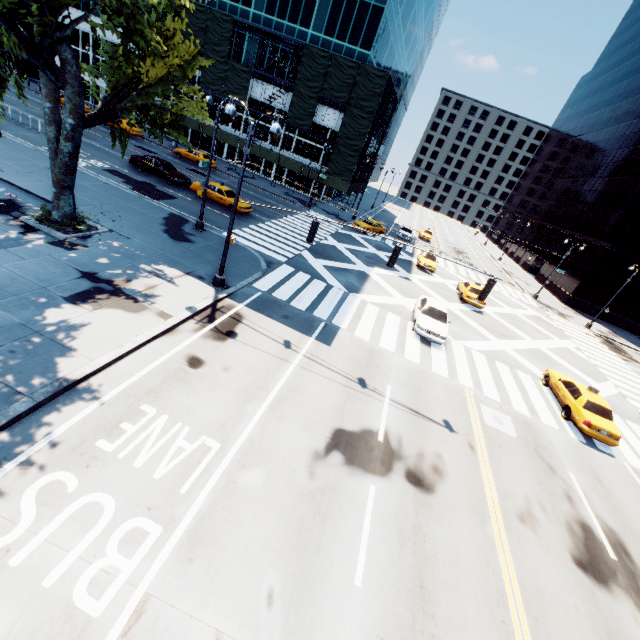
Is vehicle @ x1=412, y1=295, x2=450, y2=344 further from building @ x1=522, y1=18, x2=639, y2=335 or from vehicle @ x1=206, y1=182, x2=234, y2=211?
building @ x1=522, y1=18, x2=639, y2=335

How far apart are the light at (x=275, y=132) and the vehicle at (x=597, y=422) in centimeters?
1775cm

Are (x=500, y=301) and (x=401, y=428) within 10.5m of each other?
no

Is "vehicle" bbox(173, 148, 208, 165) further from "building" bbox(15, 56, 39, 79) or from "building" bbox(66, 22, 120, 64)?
"building" bbox(15, 56, 39, 79)

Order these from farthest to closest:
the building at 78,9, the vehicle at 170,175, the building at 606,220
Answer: the building at 78,9, the building at 606,220, the vehicle at 170,175

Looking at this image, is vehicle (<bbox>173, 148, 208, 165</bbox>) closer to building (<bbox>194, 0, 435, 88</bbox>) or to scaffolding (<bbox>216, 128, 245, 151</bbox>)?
scaffolding (<bbox>216, 128, 245, 151</bbox>)

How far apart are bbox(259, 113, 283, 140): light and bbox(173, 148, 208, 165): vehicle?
30.5 meters

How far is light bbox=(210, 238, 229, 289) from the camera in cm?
1403
